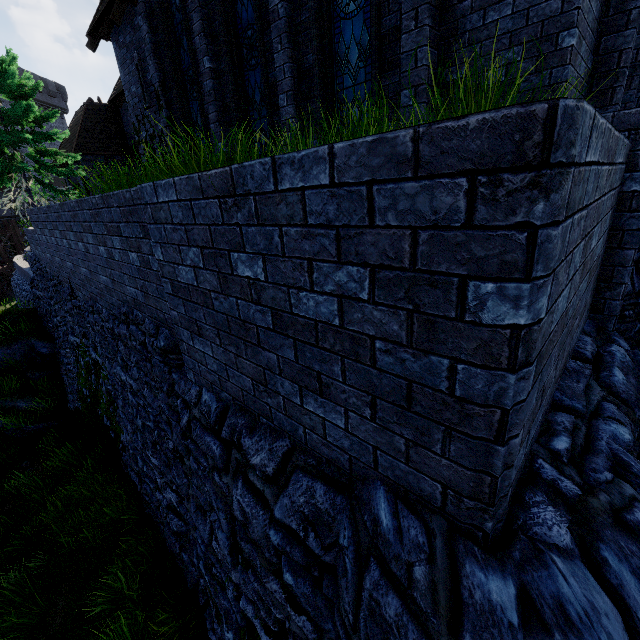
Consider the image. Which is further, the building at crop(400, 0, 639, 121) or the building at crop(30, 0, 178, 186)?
the building at crop(30, 0, 178, 186)

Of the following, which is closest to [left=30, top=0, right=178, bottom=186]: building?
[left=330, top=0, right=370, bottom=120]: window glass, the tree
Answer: [left=330, top=0, right=370, bottom=120]: window glass

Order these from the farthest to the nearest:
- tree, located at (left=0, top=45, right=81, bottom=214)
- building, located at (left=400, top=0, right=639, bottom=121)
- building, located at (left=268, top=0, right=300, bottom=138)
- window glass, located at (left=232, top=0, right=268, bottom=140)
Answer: tree, located at (left=0, top=45, right=81, bottom=214) → window glass, located at (left=232, top=0, right=268, bottom=140) → building, located at (left=268, top=0, right=300, bottom=138) → building, located at (left=400, top=0, right=639, bottom=121)

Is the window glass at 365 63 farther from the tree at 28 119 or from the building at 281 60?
the tree at 28 119

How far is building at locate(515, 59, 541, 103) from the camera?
4.3 meters

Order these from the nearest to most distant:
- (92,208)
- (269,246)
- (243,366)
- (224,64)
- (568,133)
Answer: (568,133) → (269,246) → (243,366) → (92,208) → (224,64)

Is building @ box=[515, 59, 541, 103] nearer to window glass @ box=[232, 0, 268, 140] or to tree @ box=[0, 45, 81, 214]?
window glass @ box=[232, 0, 268, 140]

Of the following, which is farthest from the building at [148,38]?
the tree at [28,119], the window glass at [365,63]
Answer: the tree at [28,119]
